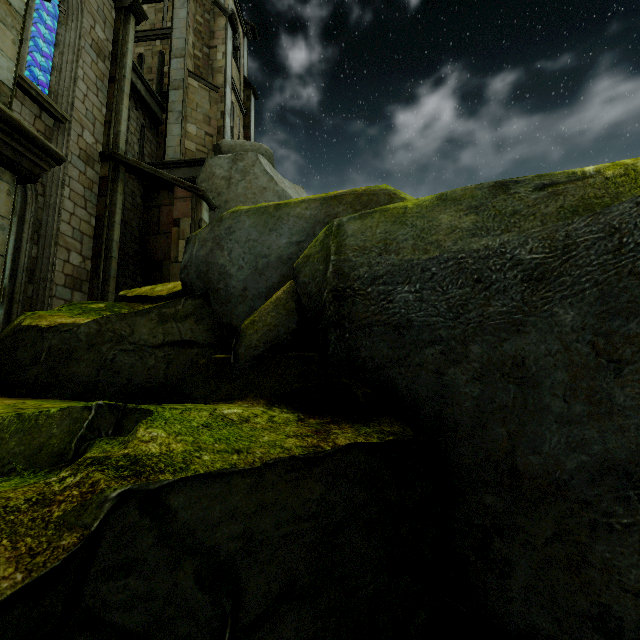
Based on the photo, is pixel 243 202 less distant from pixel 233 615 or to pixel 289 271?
pixel 289 271

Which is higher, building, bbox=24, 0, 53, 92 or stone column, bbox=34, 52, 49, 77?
building, bbox=24, 0, 53, 92

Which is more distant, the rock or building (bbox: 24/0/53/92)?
building (bbox: 24/0/53/92)

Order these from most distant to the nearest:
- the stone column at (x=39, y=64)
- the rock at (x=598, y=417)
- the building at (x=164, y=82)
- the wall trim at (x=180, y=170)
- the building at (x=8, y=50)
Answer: the wall trim at (x=180, y=170) → the stone column at (x=39, y=64) → the building at (x=164, y=82) → the building at (x=8, y=50) → the rock at (x=598, y=417)

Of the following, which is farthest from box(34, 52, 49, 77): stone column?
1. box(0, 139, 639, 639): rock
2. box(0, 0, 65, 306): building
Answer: box(0, 139, 639, 639): rock

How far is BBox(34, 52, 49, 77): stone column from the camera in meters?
10.6 m

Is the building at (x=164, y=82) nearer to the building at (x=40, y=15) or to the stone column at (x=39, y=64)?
the building at (x=40, y=15)

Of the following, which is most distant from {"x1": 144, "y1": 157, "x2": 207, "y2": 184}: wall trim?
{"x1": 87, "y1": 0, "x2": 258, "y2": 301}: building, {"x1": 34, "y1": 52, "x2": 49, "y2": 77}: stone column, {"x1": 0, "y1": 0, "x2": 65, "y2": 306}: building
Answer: {"x1": 34, "y1": 52, "x2": 49, "y2": 77}: stone column
